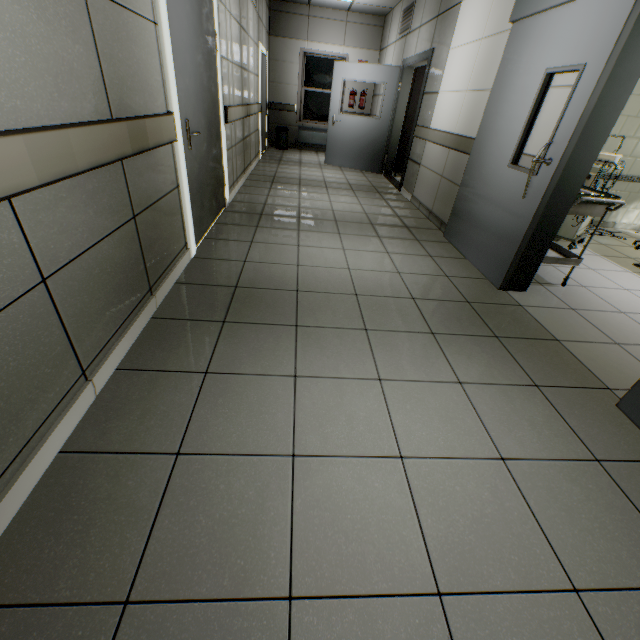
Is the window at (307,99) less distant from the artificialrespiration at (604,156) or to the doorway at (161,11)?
the doorway at (161,11)

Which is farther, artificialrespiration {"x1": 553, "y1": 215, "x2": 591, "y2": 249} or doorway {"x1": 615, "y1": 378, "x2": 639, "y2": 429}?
artificialrespiration {"x1": 553, "y1": 215, "x2": 591, "y2": 249}

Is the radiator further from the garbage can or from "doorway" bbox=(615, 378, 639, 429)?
"doorway" bbox=(615, 378, 639, 429)

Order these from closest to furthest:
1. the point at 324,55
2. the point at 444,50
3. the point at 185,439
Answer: the point at 185,439, the point at 444,50, the point at 324,55

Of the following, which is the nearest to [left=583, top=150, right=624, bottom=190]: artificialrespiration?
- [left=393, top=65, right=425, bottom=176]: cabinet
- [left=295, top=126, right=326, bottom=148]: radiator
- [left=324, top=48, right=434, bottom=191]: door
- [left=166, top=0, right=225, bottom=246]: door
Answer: [left=324, top=48, right=434, bottom=191]: door

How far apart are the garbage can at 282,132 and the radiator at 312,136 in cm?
38

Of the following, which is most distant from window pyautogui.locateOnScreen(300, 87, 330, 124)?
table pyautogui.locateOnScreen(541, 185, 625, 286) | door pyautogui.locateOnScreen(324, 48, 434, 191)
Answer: table pyautogui.locateOnScreen(541, 185, 625, 286)

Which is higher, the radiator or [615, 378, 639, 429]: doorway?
the radiator
